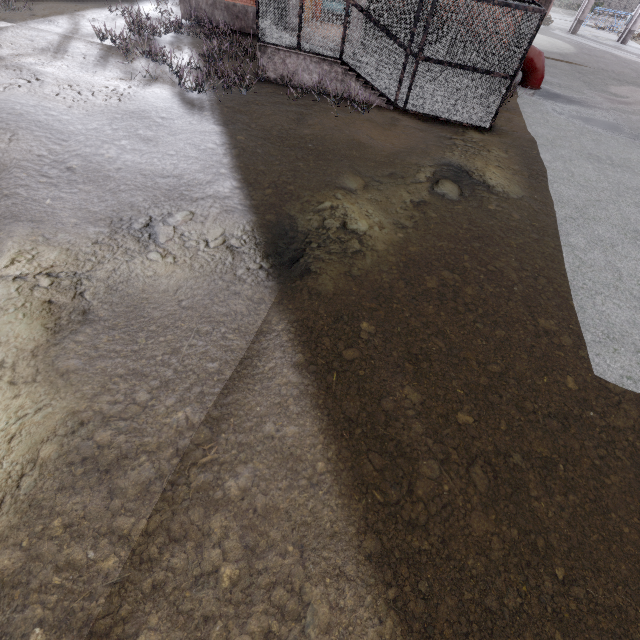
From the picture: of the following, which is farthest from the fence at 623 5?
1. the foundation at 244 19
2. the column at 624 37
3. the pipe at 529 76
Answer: the pipe at 529 76

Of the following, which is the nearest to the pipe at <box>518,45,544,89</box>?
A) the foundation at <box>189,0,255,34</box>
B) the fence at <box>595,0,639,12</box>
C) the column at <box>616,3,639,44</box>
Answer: the foundation at <box>189,0,255,34</box>

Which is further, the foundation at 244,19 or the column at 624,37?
the column at 624,37

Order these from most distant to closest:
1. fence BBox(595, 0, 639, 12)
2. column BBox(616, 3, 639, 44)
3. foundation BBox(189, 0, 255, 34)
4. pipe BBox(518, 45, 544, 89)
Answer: fence BBox(595, 0, 639, 12)
column BBox(616, 3, 639, 44)
foundation BBox(189, 0, 255, 34)
pipe BBox(518, 45, 544, 89)

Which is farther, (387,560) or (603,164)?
(603,164)

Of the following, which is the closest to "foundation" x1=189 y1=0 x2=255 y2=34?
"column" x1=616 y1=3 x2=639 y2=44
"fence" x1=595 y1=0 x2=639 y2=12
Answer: "fence" x1=595 y1=0 x2=639 y2=12

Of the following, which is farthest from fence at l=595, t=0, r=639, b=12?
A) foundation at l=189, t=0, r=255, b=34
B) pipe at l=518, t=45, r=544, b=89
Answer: pipe at l=518, t=45, r=544, b=89
